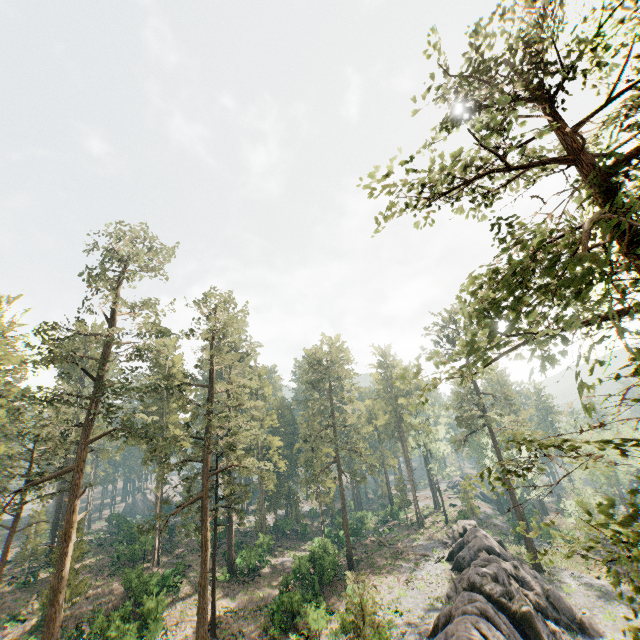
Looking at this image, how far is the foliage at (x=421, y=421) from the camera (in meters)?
10.52

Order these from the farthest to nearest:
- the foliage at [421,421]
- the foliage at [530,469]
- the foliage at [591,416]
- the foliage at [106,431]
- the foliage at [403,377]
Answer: the foliage at [106,431] → the foliage at [421,421] → the foliage at [403,377] → the foliage at [530,469] → the foliage at [591,416]

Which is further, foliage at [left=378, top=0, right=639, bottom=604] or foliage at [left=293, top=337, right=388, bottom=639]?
foliage at [left=293, top=337, right=388, bottom=639]

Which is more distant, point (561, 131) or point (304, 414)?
point (304, 414)

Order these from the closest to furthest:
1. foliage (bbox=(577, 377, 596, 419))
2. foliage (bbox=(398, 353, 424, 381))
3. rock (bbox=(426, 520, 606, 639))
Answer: foliage (bbox=(577, 377, 596, 419)), foliage (bbox=(398, 353, 424, 381)), rock (bbox=(426, 520, 606, 639))

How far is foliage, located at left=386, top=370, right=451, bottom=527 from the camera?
10.52m

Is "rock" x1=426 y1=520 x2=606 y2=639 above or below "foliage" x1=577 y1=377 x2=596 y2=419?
below
